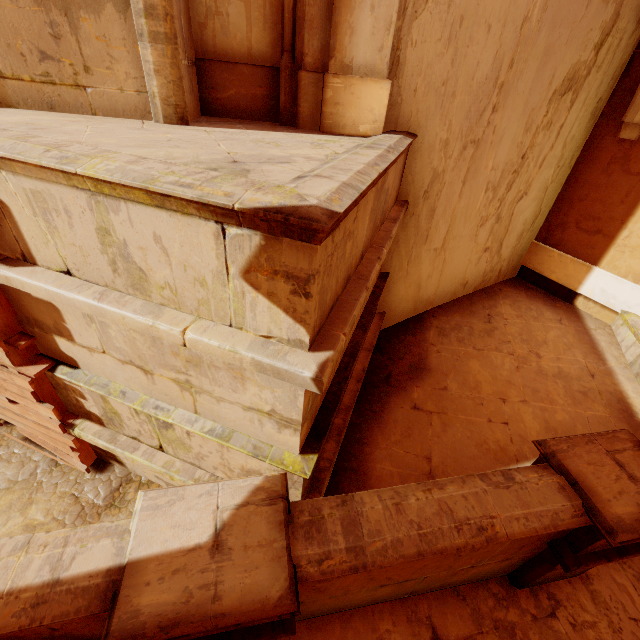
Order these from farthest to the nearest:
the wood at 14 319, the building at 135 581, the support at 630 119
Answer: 1. the support at 630 119
2. the wood at 14 319
3. the building at 135 581

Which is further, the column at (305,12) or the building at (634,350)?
the building at (634,350)

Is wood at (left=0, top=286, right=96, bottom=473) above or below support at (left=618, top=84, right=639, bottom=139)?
below

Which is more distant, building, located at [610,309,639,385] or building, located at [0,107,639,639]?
building, located at [610,309,639,385]

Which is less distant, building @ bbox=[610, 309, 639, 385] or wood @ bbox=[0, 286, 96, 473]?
wood @ bbox=[0, 286, 96, 473]

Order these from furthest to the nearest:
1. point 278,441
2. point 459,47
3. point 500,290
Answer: point 500,290, point 459,47, point 278,441

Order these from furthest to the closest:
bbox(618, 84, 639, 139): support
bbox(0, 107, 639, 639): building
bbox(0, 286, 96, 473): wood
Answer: bbox(618, 84, 639, 139): support
bbox(0, 286, 96, 473): wood
bbox(0, 107, 639, 639): building

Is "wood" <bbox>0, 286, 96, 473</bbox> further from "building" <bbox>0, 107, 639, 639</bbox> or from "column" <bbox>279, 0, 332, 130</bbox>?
"column" <bbox>279, 0, 332, 130</bbox>
